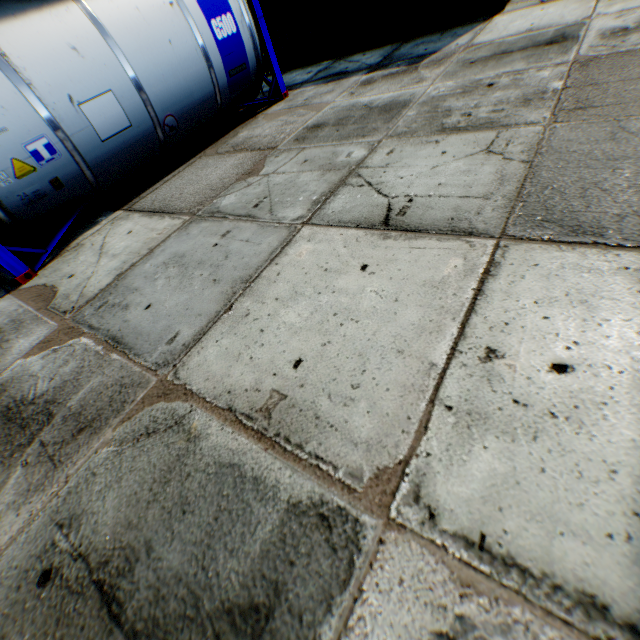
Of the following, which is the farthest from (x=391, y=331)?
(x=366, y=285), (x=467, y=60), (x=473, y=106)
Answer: (x=467, y=60)

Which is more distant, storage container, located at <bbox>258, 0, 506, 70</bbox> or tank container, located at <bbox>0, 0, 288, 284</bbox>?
storage container, located at <bbox>258, 0, 506, 70</bbox>

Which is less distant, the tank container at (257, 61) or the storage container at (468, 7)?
the tank container at (257, 61)
